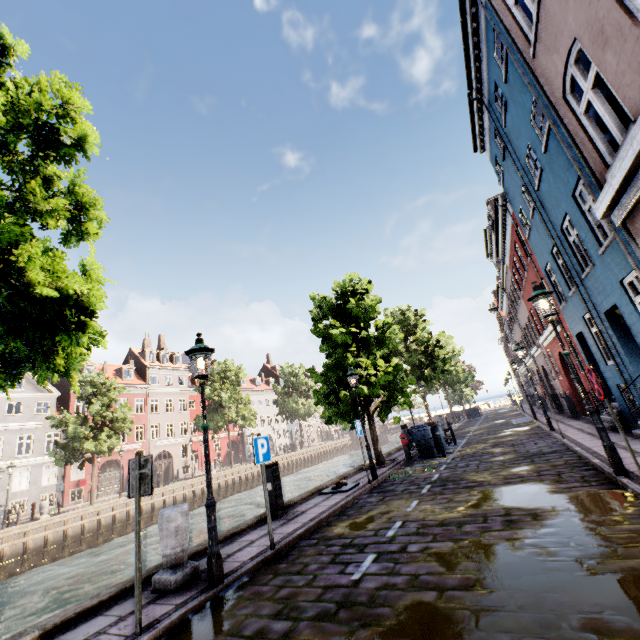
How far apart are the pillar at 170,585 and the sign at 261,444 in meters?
1.2 m

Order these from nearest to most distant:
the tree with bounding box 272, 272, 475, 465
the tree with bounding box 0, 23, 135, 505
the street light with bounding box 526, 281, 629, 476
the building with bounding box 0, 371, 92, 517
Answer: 1. the tree with bounding box 0, 23, 135, 505
2. the street light with bounding box 526, 281, 629, 476
3. the tree with bounding box 272, 272, 475, 465
4. the building with bounding box 0, 371, 92, 517

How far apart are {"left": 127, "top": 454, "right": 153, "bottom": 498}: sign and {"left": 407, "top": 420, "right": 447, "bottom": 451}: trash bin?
12.25m

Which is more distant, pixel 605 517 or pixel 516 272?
pixel 516 272

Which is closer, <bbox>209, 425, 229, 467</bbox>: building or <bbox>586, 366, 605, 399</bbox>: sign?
<bbox>586, 366, 605, 399</bbox>: sign

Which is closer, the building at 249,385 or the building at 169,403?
the building at 169,403

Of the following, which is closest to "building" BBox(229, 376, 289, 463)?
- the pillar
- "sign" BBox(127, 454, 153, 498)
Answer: "sign" BBox(127, 454, 153, 498)

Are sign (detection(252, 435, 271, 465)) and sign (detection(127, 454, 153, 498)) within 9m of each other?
yes
